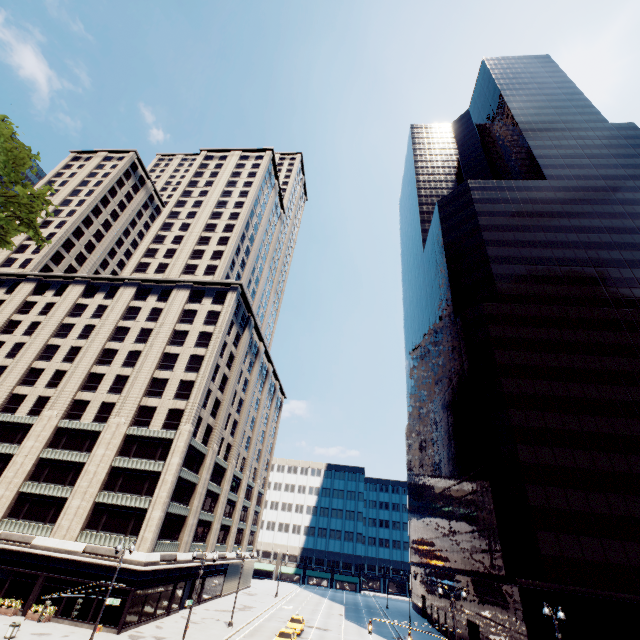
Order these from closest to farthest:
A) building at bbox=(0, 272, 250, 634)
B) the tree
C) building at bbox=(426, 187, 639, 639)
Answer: A: the tree, building at bbox=(426, 187, 639, 639), building at bbox=(0, 272, 250, 634)

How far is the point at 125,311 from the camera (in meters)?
54.06

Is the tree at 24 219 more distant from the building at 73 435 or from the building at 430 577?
the building at 430 577

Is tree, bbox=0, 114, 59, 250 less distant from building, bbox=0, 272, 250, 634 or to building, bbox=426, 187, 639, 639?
building, bbox=0, 272, 250, 634

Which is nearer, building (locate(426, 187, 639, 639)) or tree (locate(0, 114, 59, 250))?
tree (locate(0, 114, 59, 250))

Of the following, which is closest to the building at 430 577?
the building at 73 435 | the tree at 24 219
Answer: the building at 73 435

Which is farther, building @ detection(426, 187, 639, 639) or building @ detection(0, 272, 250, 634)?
building @ detection(0, 272, 250, 634)

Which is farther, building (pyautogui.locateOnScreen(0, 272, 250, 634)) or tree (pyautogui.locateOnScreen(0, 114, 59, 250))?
building (pyautogui.locateOnScreen(0, 272, 250, 634))
